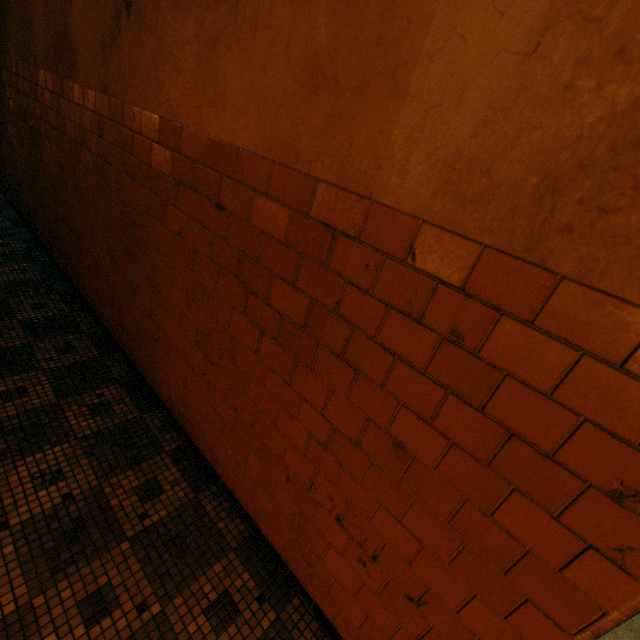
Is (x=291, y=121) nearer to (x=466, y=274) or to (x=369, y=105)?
(x=369, y=105)
